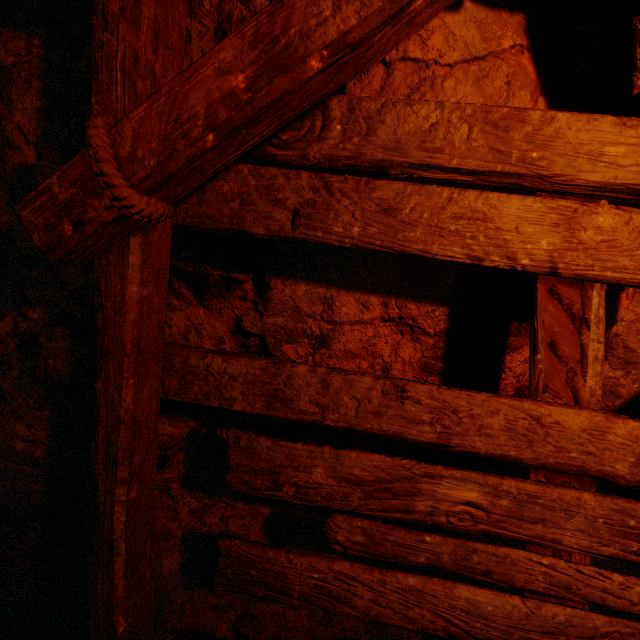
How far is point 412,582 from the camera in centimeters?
128cm
